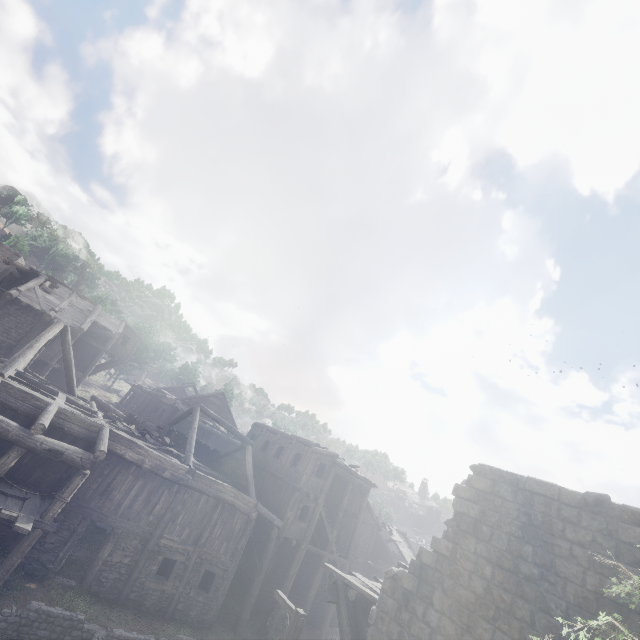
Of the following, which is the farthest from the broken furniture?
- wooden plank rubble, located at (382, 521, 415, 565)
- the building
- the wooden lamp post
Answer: wooden plank rubble, located at (382, 521, 415, 565)

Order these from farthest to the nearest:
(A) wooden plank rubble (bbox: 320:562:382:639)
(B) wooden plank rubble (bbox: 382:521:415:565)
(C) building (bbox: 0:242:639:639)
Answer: (B) wooden plank rubble (bbox: 382:521:415:565) < (A) wooden plank rubble (bbox: 320:562:382:639) < (C) building (bbox: 0:242:639:639)

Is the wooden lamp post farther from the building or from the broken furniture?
the broken furniture

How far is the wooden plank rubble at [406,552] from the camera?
29.5m

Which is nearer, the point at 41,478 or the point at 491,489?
the point at 491,489

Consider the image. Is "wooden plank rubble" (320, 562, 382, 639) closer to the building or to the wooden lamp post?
the building

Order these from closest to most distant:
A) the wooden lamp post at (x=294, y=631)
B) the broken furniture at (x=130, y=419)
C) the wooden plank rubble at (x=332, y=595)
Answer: the wooden lamp post at (x=294, y=631), the wooden plank rubble at (x=332, y=595), the broken furniture at (x=130, y=419)

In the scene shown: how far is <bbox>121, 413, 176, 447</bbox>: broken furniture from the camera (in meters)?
18.53
